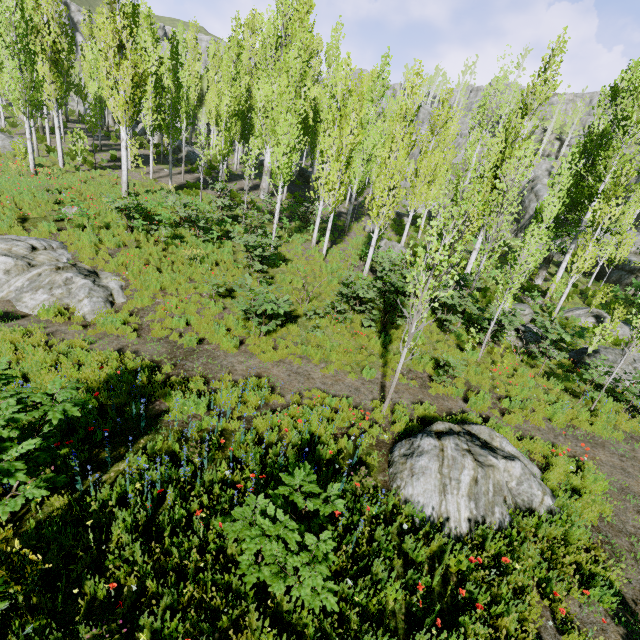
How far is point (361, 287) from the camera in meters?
14.1 m

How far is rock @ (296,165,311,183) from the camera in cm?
3812

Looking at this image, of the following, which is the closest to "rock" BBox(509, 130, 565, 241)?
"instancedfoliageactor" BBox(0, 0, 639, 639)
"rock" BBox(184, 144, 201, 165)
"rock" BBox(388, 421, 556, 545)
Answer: "instancedfoliageactor" BBox(0, 0, 639, 639)

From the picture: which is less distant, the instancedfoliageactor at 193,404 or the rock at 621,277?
the instancedfoliageactor at 193,404

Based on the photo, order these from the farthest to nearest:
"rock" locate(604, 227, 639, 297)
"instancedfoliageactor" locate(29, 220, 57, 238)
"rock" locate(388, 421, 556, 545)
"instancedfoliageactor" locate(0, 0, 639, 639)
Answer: "rock" locate(604, 227, 639, 297), "instancedfoliageactor" locate(29, 220, 57, 238), "instancedfoliageactor" locate(0, 0, 639, 639), "rock" locate(388, 421, 556, 545)

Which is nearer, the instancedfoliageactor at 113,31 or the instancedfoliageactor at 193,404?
the instancedfoliageactor at 193,404

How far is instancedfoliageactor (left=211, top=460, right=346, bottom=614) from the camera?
3.48m

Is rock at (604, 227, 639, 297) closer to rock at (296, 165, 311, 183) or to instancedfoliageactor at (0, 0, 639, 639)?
instancedfoliageactor at (0, 0, 639, 639)
